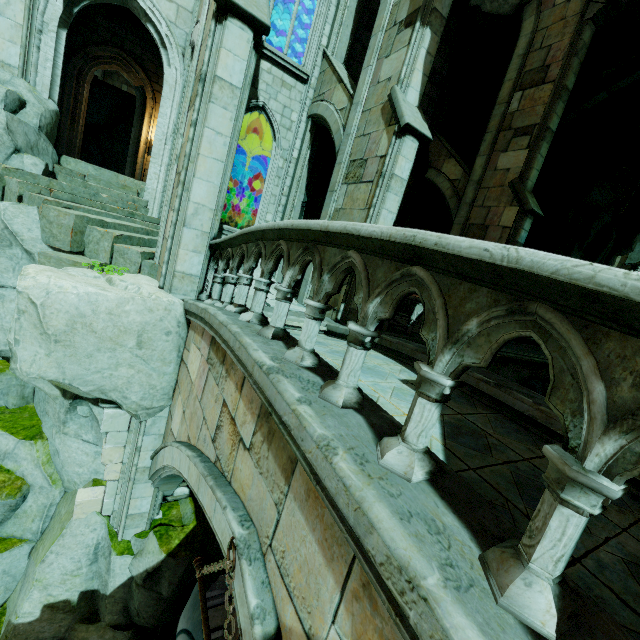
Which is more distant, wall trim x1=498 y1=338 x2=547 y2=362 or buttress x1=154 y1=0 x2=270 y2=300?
wall trim x1=498 y1=338 x2=547 y2=362

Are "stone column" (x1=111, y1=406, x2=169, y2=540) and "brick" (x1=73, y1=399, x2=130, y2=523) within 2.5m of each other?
yes

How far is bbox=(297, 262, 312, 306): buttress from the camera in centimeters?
985cm

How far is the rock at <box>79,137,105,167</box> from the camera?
22.77m

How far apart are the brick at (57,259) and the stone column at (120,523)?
2.8m

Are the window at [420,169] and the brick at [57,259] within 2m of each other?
no

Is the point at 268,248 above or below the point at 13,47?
below

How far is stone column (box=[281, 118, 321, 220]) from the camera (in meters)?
12.00
